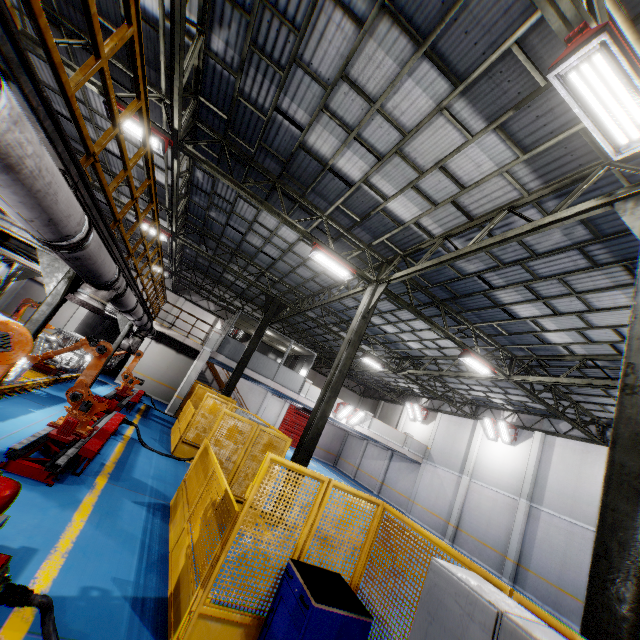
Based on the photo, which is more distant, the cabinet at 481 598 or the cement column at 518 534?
the cement column at 518 534

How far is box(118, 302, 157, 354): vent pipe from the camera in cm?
859

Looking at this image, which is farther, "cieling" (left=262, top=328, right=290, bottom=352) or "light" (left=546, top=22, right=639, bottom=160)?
"cieling" (left=262, top=328, right=290, bottom=352)

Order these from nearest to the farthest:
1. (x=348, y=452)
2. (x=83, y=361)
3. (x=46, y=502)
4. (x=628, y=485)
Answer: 1. (x=628, y=485)
2. (x=46, y=502)
3. (x=83, y=361)
4. (x=348, y=452)

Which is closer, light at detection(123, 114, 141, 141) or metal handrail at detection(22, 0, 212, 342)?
metal handrail at detection(22, 0, 212, 342)

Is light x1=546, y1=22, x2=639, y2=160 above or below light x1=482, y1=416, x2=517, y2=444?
above

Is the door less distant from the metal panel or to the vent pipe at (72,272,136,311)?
the metal panel

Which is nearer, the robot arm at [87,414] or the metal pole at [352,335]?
the robot arm at [87,414]
